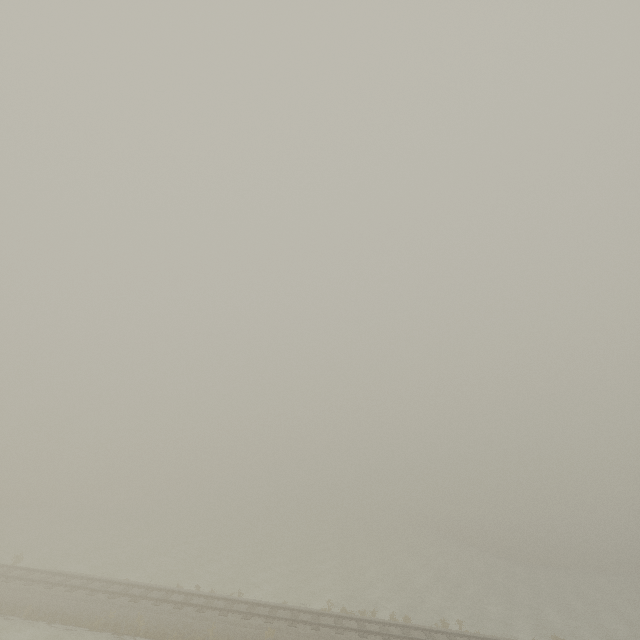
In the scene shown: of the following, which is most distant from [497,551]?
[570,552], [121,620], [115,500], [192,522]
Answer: [115,500]
